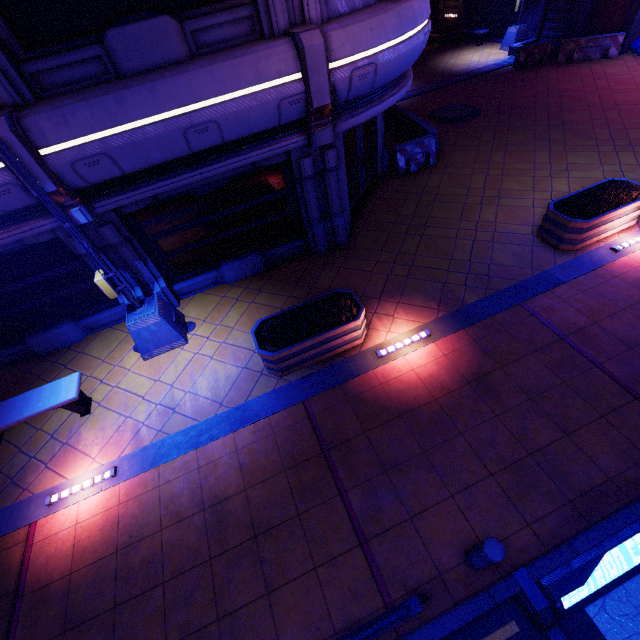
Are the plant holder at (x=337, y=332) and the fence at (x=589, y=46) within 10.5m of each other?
no

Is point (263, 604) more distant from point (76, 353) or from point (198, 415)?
point (76, 353)

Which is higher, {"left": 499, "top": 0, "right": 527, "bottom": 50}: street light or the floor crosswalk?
{"left": 499, "top": 0, "right": 527, "bottom": 50}: street light

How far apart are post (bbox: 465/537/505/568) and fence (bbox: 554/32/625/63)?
22.04m

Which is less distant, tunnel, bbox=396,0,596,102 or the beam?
the beam

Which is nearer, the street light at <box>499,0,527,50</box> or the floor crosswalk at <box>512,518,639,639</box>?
the floor crosswalk at <box>512,518,639,639</box>

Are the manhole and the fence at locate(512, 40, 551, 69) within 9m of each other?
yes

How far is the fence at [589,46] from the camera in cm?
1503
